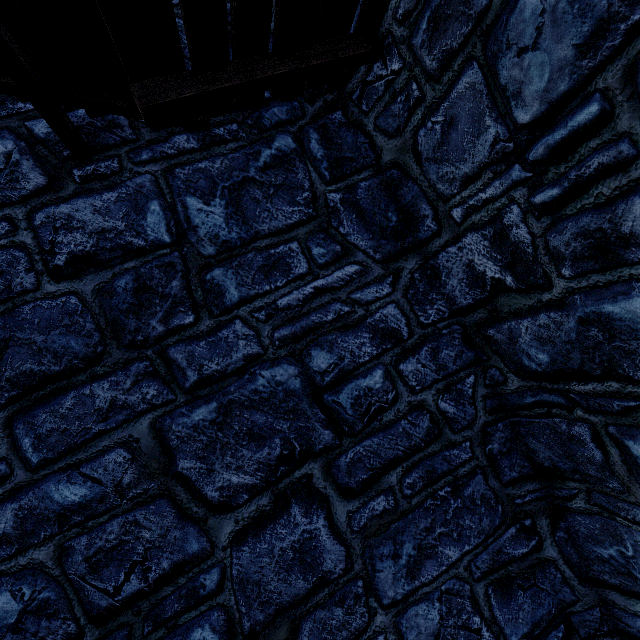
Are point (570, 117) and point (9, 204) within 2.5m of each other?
no
